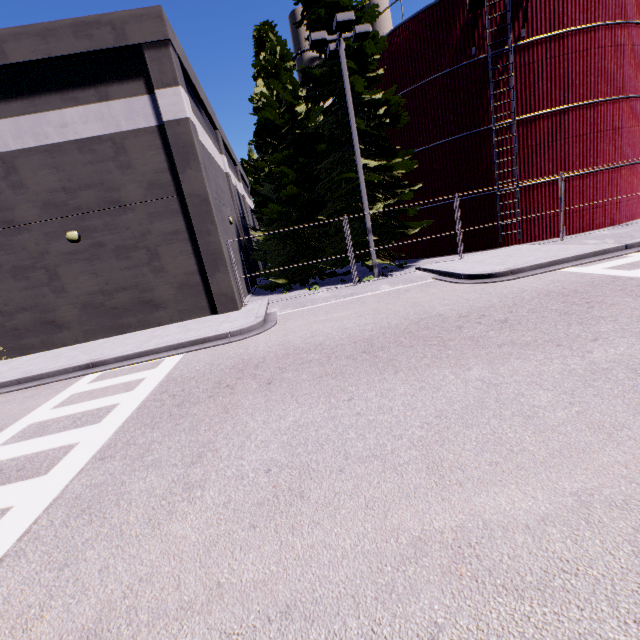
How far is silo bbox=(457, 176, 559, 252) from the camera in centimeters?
1632cm

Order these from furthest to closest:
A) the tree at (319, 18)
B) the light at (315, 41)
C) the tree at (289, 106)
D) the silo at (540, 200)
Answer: the silo at (540, 200), the tree at (289, 106), the tree at (319, 18), the light at (315, 41)

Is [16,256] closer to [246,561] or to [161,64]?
[161,64]

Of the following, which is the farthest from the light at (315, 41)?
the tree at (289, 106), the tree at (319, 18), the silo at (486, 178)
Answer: the silo at (486, 178)

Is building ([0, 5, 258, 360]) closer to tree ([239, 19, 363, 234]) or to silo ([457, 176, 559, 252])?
silo ([457, 176, 559, 252])

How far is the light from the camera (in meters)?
11.96

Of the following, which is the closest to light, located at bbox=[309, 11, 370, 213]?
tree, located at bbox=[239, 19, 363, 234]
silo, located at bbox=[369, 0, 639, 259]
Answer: tree, located at bbox=[239, 19, 363, 234]

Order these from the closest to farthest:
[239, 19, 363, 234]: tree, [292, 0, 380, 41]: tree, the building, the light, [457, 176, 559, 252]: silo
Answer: the building → the light → [292, 0, 380, 41]: tree → [239, 19, 363, 234]: tree → [457, 176, 559, 252]: silo
